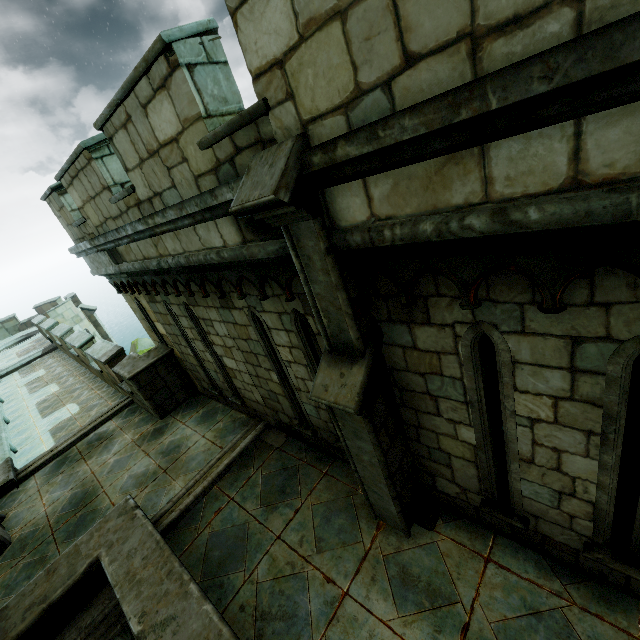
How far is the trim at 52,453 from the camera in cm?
834

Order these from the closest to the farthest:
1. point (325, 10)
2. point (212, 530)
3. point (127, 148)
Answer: point (325, 10)
point (127, 148)
point (212, 530)

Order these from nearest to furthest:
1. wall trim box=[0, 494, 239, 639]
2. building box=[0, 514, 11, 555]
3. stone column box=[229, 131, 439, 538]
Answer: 1. stone column box=[229, 131, 439, 538]
2. wall trim box=[0, 494, 239, 639]
3. building box=[0, 514, 11, 555]

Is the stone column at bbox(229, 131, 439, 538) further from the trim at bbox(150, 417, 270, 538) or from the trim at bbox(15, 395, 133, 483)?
the trim at bbox(15, 395, 133, 483)

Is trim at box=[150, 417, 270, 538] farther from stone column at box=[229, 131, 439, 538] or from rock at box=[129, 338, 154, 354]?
rock at box=[129, 338, 154, 354]

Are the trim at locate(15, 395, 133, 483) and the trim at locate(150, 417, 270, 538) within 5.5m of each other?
yes

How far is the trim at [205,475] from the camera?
5.7m

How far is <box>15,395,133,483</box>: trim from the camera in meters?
8.3
